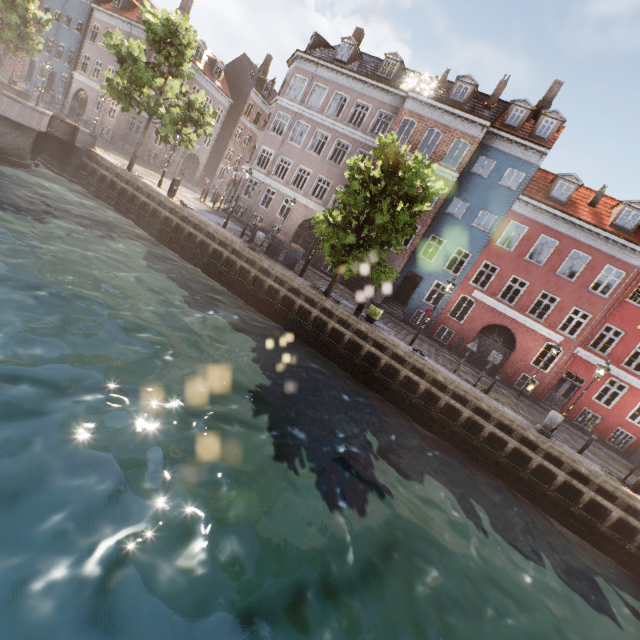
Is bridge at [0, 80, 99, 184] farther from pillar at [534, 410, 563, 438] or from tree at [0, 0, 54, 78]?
pillar at [534, 410, 563, 438]

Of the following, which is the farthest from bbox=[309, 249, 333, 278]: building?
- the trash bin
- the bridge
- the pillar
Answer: the bridge

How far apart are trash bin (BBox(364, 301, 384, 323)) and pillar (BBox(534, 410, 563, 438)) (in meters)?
8.25

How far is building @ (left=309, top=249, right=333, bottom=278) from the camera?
25.4m

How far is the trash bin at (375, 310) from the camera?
16.0m

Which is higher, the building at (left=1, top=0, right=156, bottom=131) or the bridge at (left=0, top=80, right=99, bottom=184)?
the building at (left=1, top=0, right=156, bottom=131)

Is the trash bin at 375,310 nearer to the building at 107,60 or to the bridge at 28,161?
the building at 107,60

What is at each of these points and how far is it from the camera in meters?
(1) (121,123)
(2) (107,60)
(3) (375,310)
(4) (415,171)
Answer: (1) building, 32.2 m
(2) building, 31.9 m
(3) trash bin, 16.0 m
(4) tree, 13.6 m
